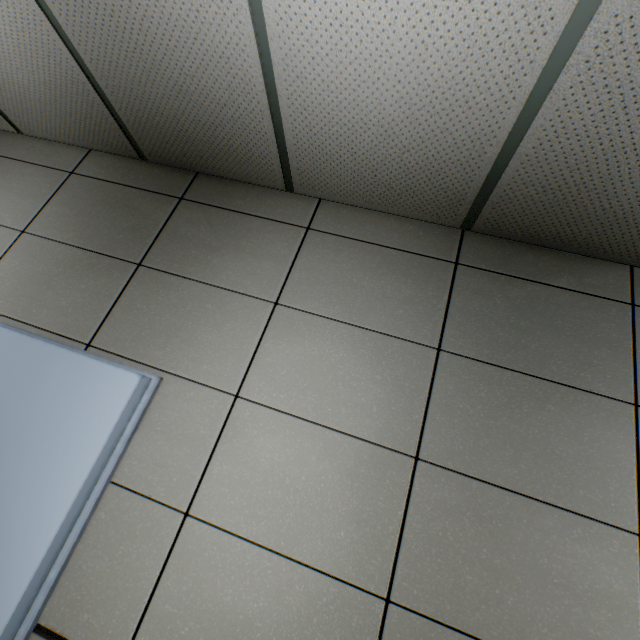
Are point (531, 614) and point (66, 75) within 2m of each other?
no
